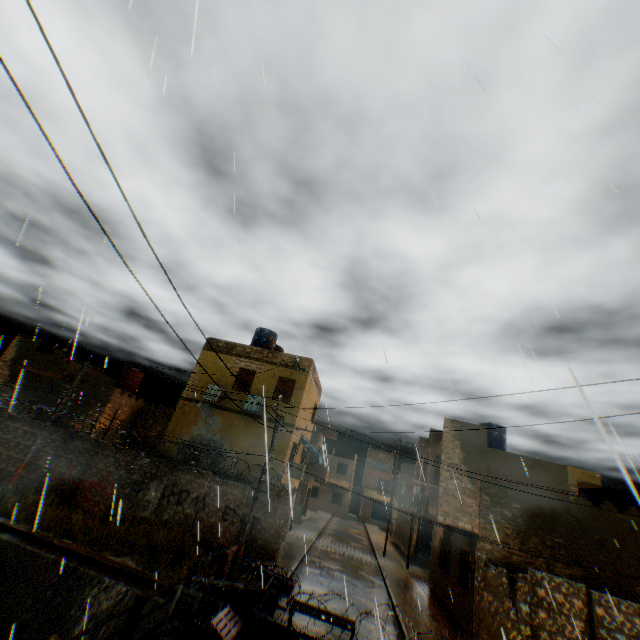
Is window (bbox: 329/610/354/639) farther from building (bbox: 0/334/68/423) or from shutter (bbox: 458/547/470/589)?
shutter (bbox: 458/547/470/589)

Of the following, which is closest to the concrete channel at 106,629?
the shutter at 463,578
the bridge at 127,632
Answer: the bridge at 127,632

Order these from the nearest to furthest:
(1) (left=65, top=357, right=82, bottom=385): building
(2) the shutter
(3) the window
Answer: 1. (3) the window
2. (2) the shutter
3. (1) (left=65, top=357, right=82, bottom=385): building

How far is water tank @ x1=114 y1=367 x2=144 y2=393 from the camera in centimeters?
2589cm

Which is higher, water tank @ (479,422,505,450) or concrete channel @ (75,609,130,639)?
water tank @ (479,422,505,450)

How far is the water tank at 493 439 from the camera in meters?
20.7 m

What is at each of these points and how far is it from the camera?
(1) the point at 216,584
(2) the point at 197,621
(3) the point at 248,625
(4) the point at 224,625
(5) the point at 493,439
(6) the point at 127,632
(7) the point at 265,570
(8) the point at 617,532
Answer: (1) concrete block, 8.3 meters
(2) trash bag, 7.2 meters
(3) concrete block, 7.7 meters
(4) table, 7.8 meters
(5) water tank, 20.9 meters
(6) bridge, 6.7 meters
(7) table, 8.9 meters
(8) building, 14.3 meters

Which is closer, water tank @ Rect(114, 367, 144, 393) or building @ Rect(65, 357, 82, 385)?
building @ Rect(65, 357, 82, 385)
